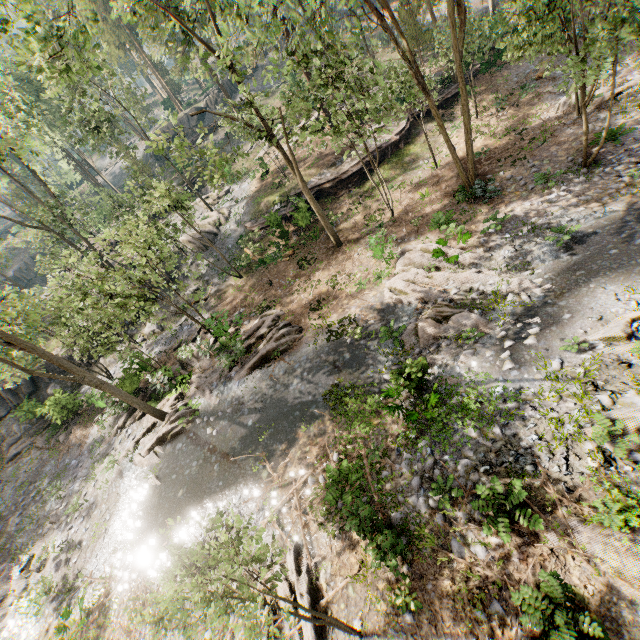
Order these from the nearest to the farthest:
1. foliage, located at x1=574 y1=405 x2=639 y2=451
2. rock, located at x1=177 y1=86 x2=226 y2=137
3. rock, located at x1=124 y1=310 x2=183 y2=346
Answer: foliage, located at x1=574 y1=405 x2=639 y2=451 → rock, located at x1=124 y1=310 x2=183 y2=346 → rock, located at x1=177 y1=86 x2=226 y2=137

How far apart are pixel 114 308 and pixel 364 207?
17.3 meters

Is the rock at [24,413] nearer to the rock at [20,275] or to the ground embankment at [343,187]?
the ground embankment at [343,187]

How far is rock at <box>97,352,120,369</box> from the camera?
26.6 meters

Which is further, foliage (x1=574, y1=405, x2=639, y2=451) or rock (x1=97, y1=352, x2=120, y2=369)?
rock (x1=97, y1=352, x2=120, y2=369)

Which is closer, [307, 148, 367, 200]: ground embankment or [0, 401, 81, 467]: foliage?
[0, 401, 81, 467]: foliage

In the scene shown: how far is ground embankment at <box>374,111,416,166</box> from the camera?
25.33m

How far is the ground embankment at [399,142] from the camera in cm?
2533
